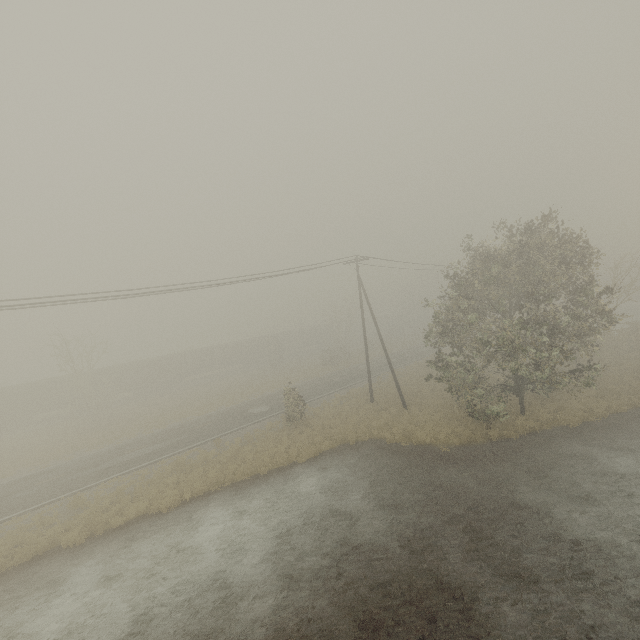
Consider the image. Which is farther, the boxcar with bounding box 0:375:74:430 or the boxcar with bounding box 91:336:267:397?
the boxcar with bounding box 91:336:267:397

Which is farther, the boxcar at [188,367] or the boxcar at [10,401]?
the boxcar at [188,367]

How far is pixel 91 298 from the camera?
13.5 meters

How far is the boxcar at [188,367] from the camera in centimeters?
4338cm

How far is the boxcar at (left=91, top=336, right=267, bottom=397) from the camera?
→ 43.38m
